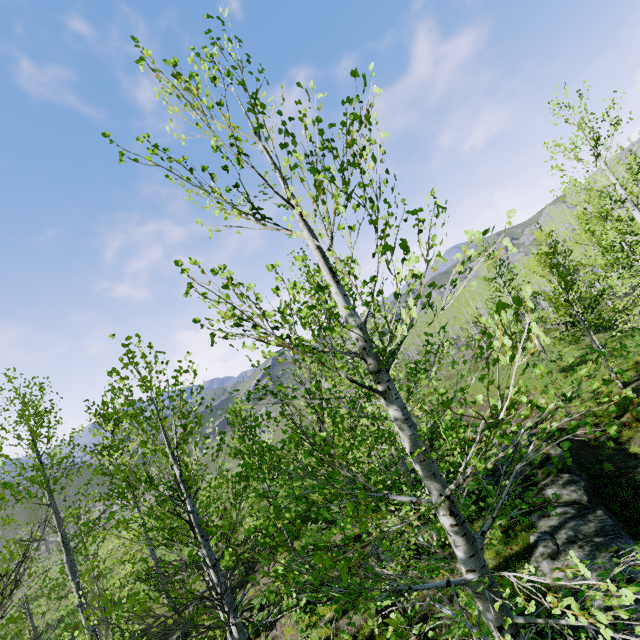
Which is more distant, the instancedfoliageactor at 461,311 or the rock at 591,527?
the rock at 591,527

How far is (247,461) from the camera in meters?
5.2

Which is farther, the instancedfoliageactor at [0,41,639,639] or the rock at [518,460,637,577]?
the rock at [518,460,637,577]

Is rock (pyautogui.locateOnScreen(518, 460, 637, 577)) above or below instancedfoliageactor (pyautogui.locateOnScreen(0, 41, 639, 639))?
below

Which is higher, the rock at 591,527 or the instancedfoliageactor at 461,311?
the instancedfoliageactor at 461,311
